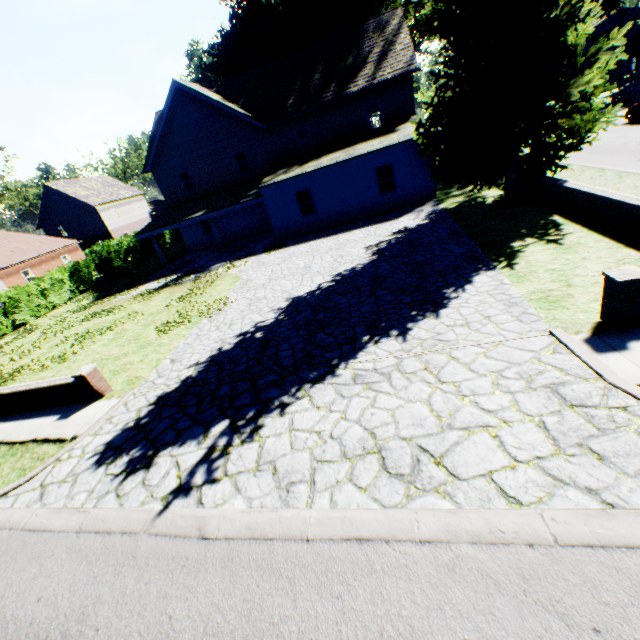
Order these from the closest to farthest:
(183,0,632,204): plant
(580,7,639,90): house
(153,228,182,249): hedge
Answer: (183,0,632,204): plant
(580,7,639,90): house
(153,228,182,249): hedge

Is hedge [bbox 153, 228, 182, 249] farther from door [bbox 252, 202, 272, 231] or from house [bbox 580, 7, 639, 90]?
house [bbox 580, 7, 639, 90]

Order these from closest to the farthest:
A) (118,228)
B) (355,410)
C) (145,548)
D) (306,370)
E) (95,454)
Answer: (145,548)
(355,410)
(95,454)
(306,370)
(118,228)

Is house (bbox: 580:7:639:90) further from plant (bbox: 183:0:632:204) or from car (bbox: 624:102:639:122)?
car (bbox: 624:102:639:122)

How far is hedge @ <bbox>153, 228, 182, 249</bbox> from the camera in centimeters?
3600cm

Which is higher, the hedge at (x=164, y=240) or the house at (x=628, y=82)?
the house at (x=628, y=82)

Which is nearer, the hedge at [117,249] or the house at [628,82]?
the hedge at [117,249]

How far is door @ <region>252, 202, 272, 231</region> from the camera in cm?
2559
